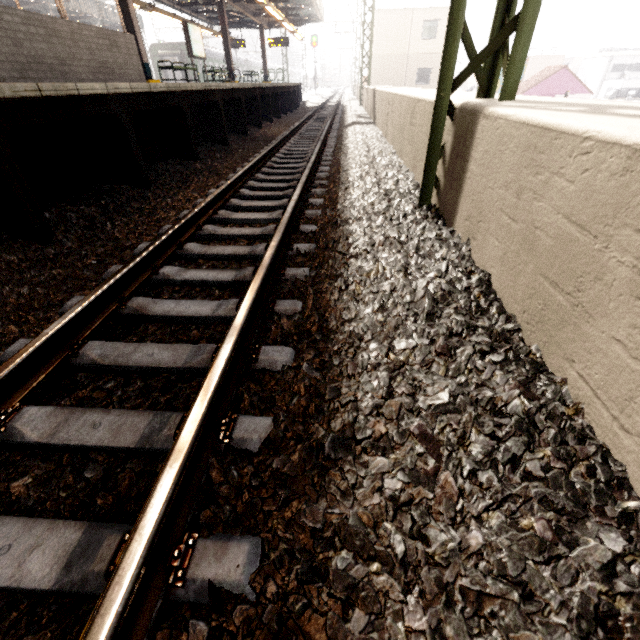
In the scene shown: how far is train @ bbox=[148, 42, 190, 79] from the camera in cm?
2883

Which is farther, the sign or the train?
the train

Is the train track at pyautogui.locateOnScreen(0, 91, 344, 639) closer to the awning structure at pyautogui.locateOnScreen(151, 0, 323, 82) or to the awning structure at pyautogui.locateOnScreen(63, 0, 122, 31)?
the awning structure at pyautogui.locateOnScreen(151, 0, 323, 82)

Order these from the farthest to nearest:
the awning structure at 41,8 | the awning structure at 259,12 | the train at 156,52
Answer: the train at 156,52
the awning structure at 41,8
the awning structure at 259,12

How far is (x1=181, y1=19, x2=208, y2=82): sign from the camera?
12.75m

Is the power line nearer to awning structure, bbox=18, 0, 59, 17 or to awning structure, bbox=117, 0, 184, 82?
awning structure, bbox=117, 0, 184, 82

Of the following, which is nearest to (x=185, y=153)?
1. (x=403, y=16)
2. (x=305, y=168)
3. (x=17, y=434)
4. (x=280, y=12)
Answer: (x=305, y=168)

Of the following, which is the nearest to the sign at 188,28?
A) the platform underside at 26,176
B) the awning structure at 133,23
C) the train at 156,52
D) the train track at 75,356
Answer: the awning structure at 133,23
